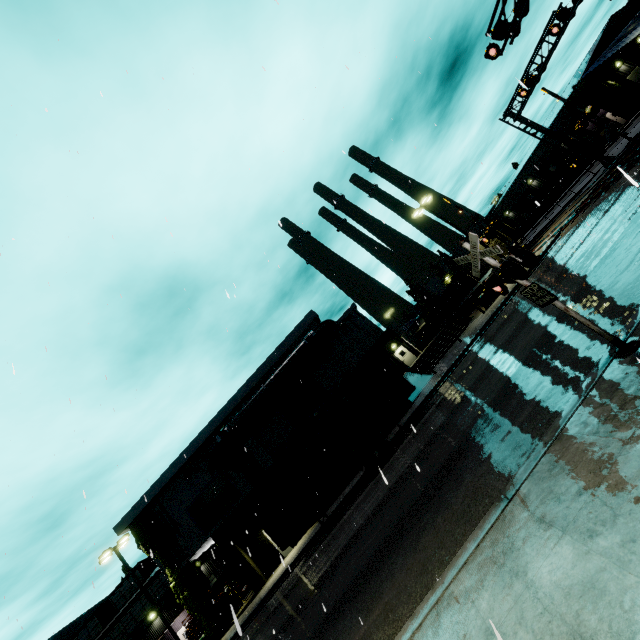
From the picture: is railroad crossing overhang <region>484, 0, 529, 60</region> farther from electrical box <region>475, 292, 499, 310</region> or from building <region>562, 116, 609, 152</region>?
electrical box <region>475, 292, 499, 310</region>

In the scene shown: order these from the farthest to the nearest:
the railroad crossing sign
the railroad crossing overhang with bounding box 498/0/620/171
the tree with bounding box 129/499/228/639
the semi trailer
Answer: the tree with bounding box 129/499/228/639 < the railroad crossing overhang with bounding box 498/0/620/171 < the semi trailer < the railroad crossing sign

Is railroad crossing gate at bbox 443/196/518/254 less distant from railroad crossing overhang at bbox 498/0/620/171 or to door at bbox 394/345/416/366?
railroad crossing overhang at bbox 498/0/620/171

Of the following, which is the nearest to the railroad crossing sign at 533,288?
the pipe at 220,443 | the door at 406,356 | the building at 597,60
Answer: the door at 406,356

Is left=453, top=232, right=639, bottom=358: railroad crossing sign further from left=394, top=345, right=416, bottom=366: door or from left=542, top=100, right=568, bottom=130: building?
left=542, top=100, right=568, bottom=130: building

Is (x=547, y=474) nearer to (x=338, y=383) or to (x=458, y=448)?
(x=458, y=448)

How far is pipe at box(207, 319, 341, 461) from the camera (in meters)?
23.86

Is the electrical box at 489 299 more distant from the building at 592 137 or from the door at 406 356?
the door at 406 356
